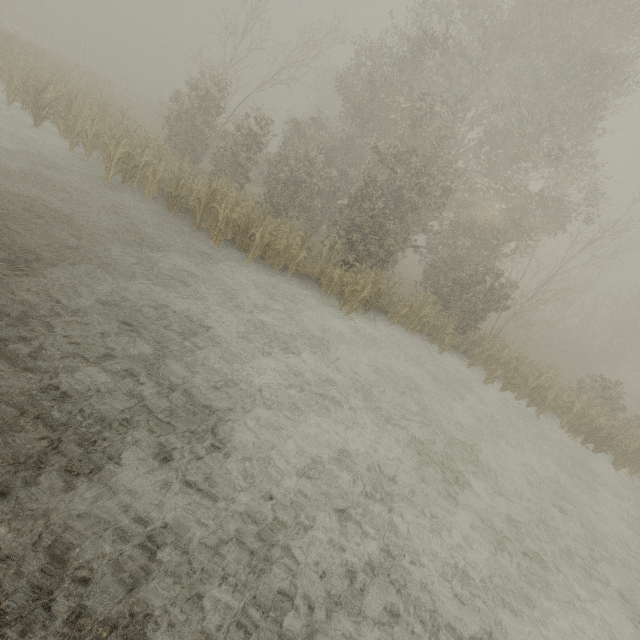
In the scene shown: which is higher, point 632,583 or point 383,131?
point 383,131
